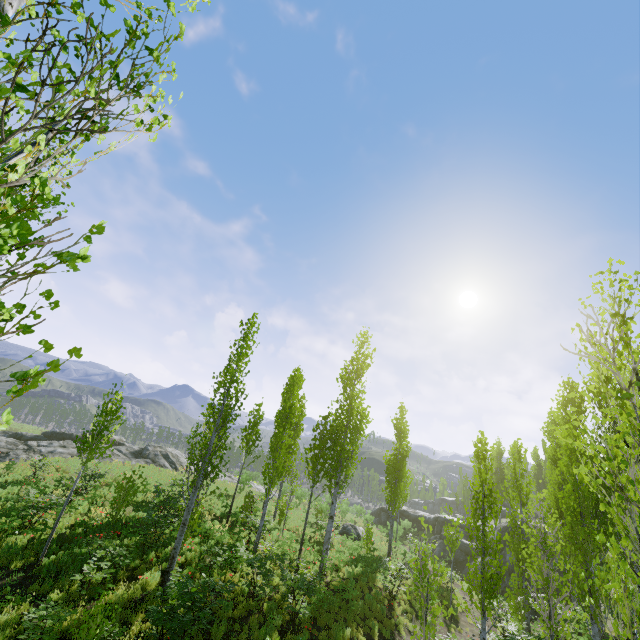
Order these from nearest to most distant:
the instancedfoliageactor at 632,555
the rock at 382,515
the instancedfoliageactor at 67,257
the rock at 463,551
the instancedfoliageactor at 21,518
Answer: the instancedfoliageactor at 67,257, the instancedfoliageactor at 632,555, the instancedfoliageactor at 21,518, the rock at 463,551, the rock at 382,515

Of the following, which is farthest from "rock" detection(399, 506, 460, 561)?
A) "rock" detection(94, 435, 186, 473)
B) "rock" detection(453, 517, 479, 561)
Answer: "rock" detection(94, 435, 186, 473)

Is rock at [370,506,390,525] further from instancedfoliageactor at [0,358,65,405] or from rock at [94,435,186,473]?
rock at [94,435,186,473]

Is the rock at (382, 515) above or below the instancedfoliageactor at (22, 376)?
below

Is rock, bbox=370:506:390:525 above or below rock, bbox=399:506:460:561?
below

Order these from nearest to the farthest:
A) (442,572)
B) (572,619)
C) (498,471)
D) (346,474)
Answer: (442,572) → (572,619) → (346,474) → (498,471)

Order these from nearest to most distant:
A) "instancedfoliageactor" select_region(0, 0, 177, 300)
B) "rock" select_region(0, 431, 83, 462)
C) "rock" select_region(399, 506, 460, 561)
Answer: "instancedfoliageactor" select_region(0, 0, 177, 300) < "rock" select_region(0, 431, 83, 462) < "rock" select_region(399, 506, 460, 561)

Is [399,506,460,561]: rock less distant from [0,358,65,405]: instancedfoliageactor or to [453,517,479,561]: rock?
[453,517,479,561]: rock
